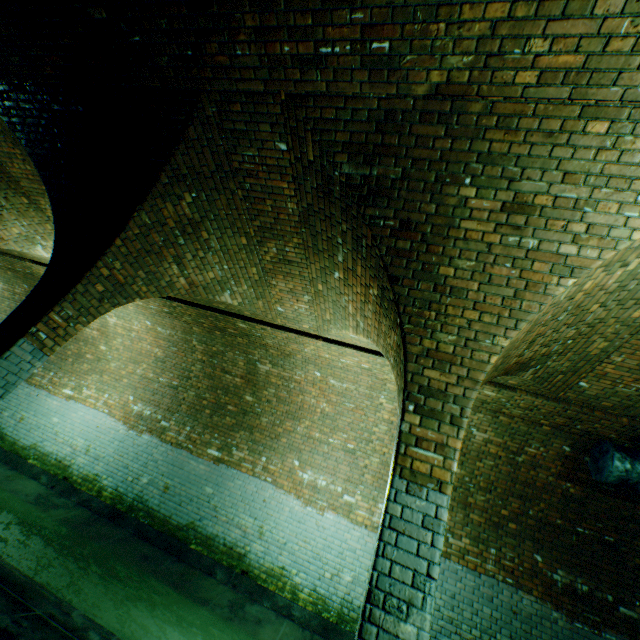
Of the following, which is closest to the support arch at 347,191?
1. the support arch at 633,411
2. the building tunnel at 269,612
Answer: the building tunnel at 269,612

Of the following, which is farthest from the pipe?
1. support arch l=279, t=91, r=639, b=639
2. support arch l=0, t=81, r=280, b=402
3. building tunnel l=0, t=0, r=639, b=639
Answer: support arch l=0, t=81, r=280, b=402

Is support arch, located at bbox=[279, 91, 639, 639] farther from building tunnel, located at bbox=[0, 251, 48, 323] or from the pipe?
the pipe

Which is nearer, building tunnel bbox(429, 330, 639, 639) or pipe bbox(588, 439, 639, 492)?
pipe bbox(588, 439, 639, 492)

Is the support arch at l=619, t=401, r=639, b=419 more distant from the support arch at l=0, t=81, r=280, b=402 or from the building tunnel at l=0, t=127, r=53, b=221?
the support arch at l=0, t=81, r=280, b=402

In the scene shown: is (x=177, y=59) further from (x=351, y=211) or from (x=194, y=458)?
(x=194, y=458)

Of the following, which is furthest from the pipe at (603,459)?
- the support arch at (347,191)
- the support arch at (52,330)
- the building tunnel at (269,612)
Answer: the support arch at (52,330)

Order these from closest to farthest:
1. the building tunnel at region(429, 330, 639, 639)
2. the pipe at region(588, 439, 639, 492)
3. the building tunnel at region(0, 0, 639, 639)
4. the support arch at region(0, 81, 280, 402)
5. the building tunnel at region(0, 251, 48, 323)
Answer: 1. the building tunnel at region(0, 0, 639, 639)
2. the support arch at region(0, 81, 280, 402)
3. the pipe at region(588, 439, 639, 492)
4. the building tunnel at region(429, 330, 639, 639)
5. the building tunnel at region(0, 251, 48, 323)
